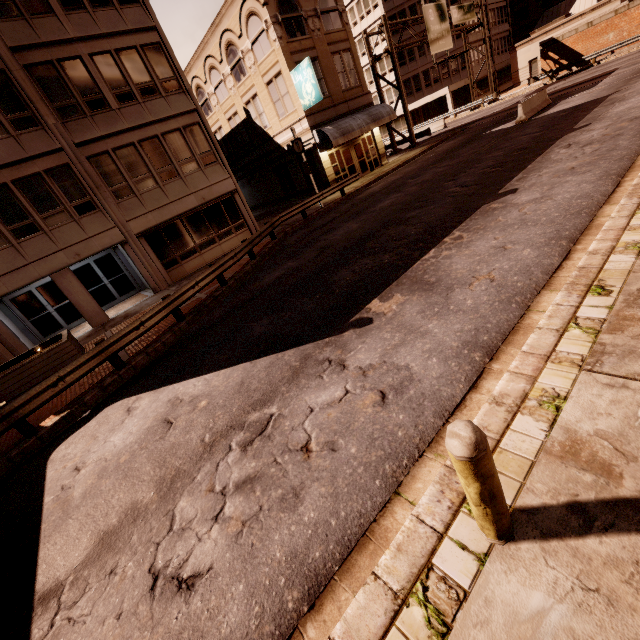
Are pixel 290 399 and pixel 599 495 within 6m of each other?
yes

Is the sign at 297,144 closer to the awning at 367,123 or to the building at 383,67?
the awning at 367,123

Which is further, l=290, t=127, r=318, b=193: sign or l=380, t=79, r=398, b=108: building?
l=380, t=79, r=398, b=108: building

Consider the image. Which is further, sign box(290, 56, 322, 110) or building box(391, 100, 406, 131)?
building box(391, 100, 406, 131)

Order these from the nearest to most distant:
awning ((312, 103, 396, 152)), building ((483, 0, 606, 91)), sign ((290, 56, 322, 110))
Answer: sign ((290, 56, 322, 110)) < awning ((312, 103, 396, 152)) < building ((483, 0, 606, 91))

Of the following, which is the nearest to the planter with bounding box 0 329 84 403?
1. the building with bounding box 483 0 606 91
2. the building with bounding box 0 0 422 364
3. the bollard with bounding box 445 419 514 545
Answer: the building with bounding box 0 0 422 364

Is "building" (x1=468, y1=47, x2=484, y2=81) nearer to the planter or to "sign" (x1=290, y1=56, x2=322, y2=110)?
"sign" (x1=290, y1=56, x2=322, y2=110)

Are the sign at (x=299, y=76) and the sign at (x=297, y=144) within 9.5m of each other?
yes
